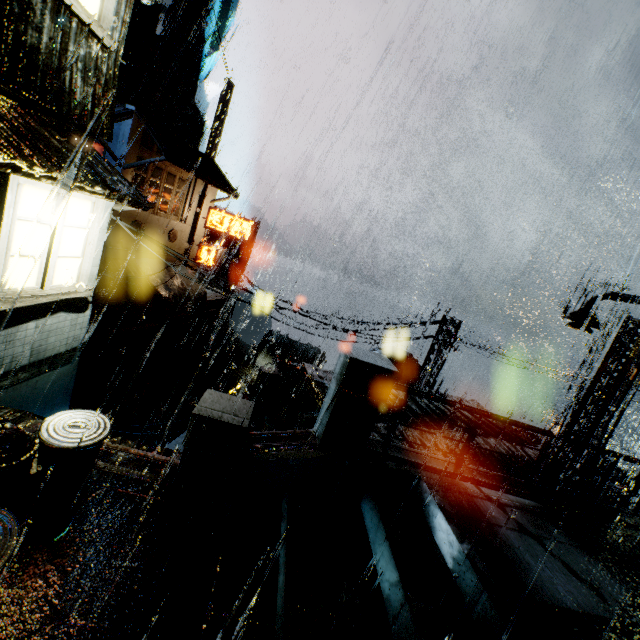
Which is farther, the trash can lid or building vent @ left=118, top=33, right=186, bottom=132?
building vent @ left=118, top=33, right=186, bottom=132

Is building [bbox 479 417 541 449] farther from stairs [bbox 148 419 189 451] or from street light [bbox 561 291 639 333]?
street light [bbox 561 291 639 333]

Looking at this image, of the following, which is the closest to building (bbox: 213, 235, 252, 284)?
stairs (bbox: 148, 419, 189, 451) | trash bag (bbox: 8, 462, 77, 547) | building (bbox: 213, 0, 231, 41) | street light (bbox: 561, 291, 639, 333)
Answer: stairs (bbox: 148, 419, 189, 451)

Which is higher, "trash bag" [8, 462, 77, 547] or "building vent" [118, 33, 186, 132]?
"building vent" [118, 33, 186, 132]

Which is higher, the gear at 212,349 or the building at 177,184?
the building at 177,184

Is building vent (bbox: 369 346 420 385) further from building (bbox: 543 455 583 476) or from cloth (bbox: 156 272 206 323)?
cloth (bbox: 156 272 206 323)

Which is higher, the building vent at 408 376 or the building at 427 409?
the building at 427 409

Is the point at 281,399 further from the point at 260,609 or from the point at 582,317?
the point at 582,317
